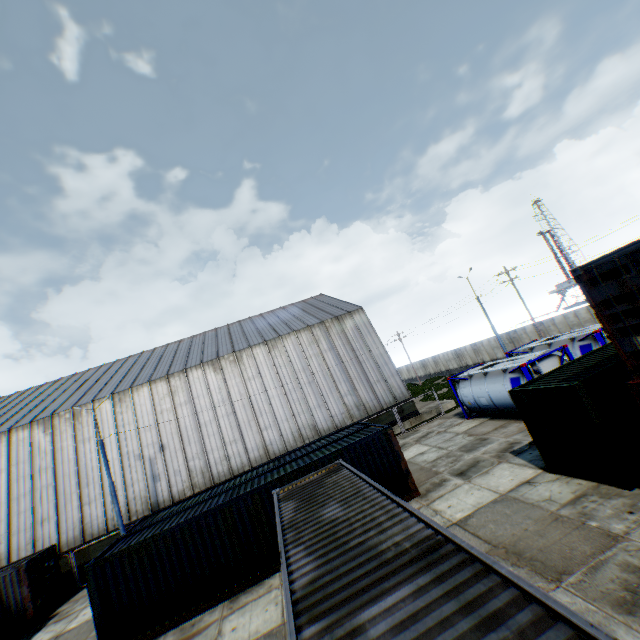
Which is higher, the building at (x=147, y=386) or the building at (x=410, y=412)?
the building at (x=147, y=386)

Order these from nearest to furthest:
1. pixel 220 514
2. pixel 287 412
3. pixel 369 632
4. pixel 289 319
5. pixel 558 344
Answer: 1. pixel 369 632
2. pixel 220 514
3. pixel 558 344
4. pixel 287 412
5. pixel 289 319

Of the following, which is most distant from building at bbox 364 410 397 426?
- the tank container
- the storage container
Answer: the tank container

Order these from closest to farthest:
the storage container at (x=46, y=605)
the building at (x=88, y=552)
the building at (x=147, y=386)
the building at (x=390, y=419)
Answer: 1. the storage container at (x=46, y=605)
2. the building at (x=88, y=552)
3. the building at (x=147, y=386)
4. the building at (x=390, y=419)

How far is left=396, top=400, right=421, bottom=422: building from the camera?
27.2 meters

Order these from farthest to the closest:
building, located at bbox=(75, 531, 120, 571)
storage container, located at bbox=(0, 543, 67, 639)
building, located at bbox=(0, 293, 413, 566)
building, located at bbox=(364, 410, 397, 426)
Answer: building, located at bbox=(364, 410, 397, 426), building, located at bbox=(0, 293, 413, 566), building, located at bbox=(75, 531, 120, 571), storage container, located at bbox=(0, 543, 67, 639)

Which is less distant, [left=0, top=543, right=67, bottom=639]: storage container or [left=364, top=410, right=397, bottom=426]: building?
[left=0, top=543, right=67, bottom=639]: storage container

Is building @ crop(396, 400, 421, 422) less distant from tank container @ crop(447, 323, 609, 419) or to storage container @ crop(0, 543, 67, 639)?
storage container @ crop(0, 543, 67, 639)
